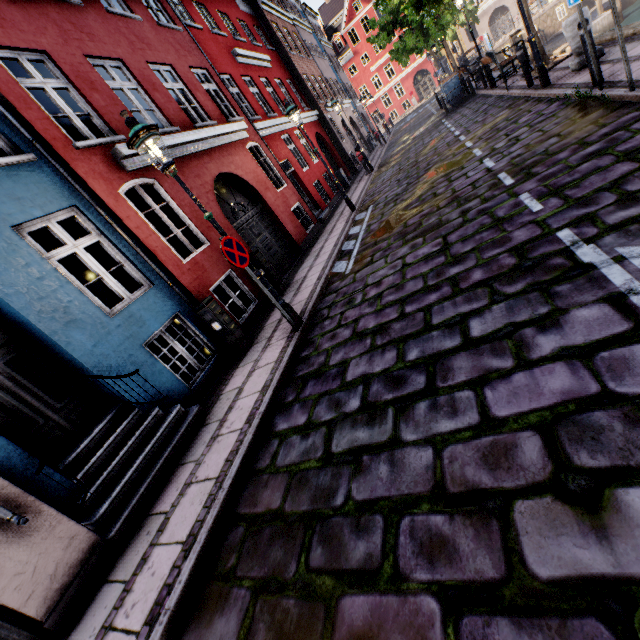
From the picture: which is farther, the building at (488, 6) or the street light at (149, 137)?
the building at (488, 6)

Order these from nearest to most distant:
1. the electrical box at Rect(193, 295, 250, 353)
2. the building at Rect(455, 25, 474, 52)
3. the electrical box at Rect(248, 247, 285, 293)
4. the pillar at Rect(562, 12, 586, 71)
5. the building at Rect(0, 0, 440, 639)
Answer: the building at Rect(0, 0, 440, 639)
the electrical box at Rect(193, 295, 250, 353)
the pillar at Rect(562, 12, 586, 71)
the electrical box at Rect(248, 247, 285, 293)
the building at Rect(455, 25, 474, 52)

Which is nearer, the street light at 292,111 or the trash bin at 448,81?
the street light at 292,111

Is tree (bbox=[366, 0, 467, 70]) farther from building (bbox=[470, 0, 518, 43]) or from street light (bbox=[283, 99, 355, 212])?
building (bbox=[470, 0, 518, 43])

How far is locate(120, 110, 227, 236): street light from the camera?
4.3m

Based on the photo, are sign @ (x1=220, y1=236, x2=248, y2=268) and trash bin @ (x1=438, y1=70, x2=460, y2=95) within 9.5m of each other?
no

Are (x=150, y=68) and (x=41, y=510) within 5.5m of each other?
no

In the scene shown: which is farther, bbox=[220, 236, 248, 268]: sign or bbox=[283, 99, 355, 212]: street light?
bbox=[283, 99, 355, 212]: street light
